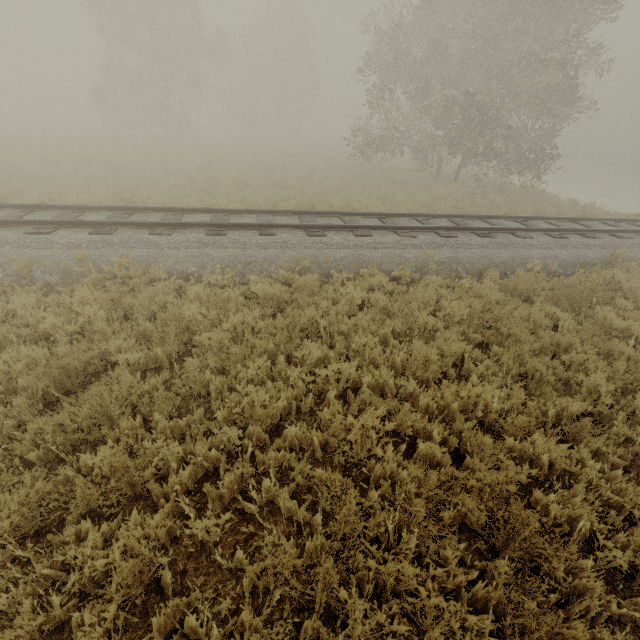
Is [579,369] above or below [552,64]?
below
